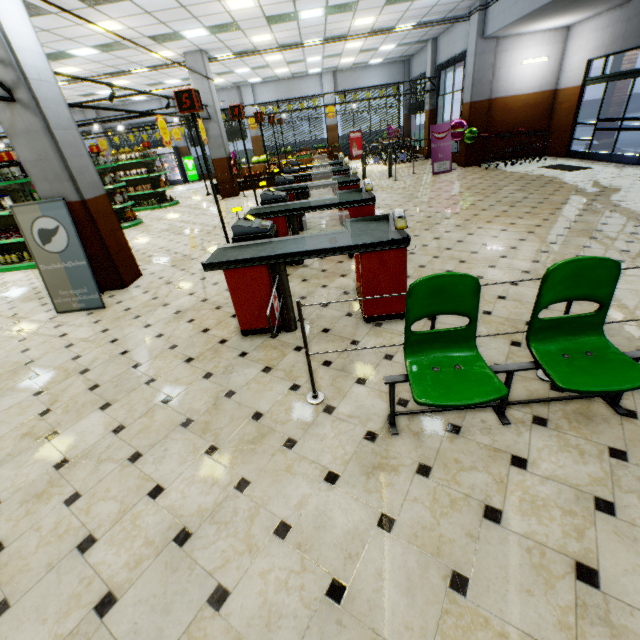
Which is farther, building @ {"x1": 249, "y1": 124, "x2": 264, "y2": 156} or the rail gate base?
building @ {"x1": 249, "y1": 124, "x2": 264, "y2": 156}

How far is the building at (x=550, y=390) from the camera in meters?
2.6 m

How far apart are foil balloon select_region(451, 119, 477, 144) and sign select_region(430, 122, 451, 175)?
0.1m

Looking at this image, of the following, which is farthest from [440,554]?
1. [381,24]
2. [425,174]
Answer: [381,24]

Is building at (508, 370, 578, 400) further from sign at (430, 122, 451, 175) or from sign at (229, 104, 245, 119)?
sign at (229, 104, 245, 119)

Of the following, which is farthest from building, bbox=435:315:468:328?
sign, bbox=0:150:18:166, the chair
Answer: sign, bbox=0:150:18:166

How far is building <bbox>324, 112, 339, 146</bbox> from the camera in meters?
20.8

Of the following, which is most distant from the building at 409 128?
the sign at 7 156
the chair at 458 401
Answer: the sign at 7 156
